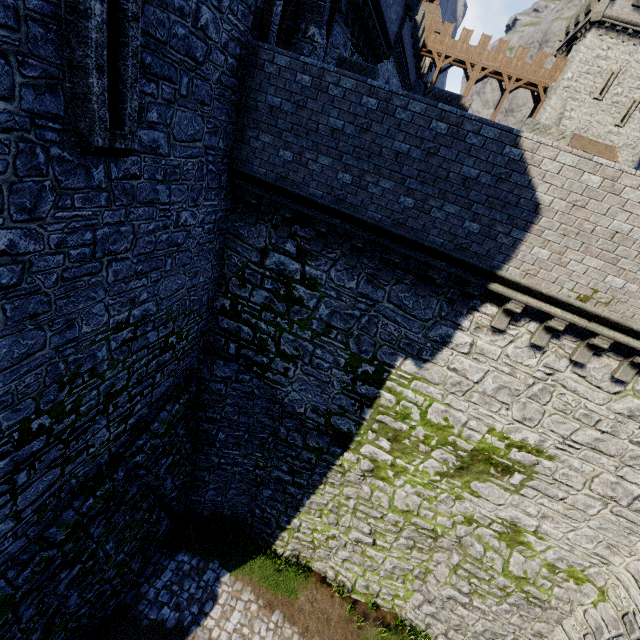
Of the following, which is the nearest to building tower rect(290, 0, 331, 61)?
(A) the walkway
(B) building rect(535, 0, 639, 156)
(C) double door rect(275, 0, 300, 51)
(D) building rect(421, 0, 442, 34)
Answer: (C) double door rect(275, 0, 300, 51)

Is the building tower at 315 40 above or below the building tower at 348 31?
below

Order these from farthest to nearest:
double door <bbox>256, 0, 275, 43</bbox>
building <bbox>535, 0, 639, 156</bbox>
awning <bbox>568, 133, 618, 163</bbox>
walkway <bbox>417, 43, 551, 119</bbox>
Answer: walkway <bbox>417, 43, 551, 119</bbox>, awning <bbox>568, 133, 618, 163</bbox>, building <bbox>535, 0, 639, 156</bbox>, double door <bbox>256, 0, 275, 43</bbox>

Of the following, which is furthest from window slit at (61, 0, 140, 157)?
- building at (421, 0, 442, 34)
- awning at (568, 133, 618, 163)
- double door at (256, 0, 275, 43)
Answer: building at (421, 0, 442, 34)

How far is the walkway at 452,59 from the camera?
34.31m

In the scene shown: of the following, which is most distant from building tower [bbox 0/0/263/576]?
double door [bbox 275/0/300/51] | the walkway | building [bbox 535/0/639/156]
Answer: the walkway

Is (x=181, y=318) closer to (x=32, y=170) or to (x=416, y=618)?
(x=32, y=170)

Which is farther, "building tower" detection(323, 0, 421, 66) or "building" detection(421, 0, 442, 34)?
"building" detection(421, 0, 442, 34)
